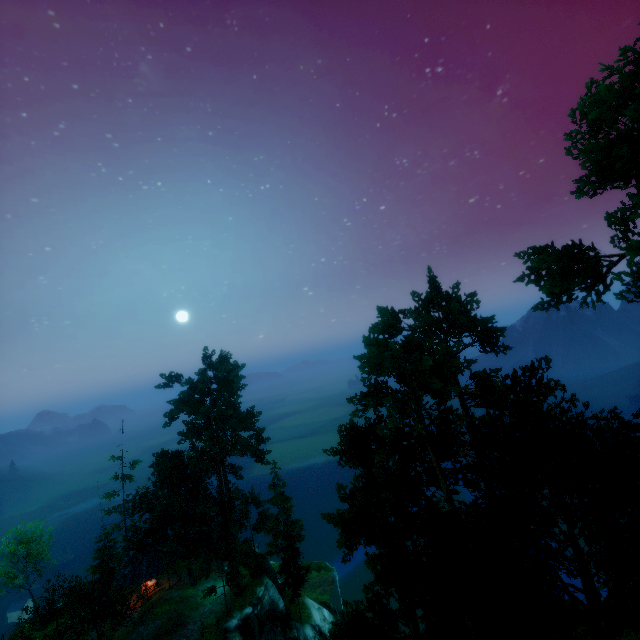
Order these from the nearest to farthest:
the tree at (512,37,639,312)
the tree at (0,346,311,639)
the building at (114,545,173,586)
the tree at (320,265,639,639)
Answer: A:
the tree at (320,265,639,639)
the tree at (512,37,639,312)
the tree at (0,346,311,639)
the building at (114,545,173,586)

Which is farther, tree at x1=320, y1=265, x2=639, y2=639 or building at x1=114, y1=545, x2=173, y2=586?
building at x1=114, y1=545, x2=173, y2=586

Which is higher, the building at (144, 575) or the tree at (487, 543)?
the tree at (487, 543)

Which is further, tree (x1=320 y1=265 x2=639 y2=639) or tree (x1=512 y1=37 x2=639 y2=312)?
tree (x1=512 y1=37 x2=639 y2=312)

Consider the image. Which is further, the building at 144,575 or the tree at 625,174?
the building at 144,575

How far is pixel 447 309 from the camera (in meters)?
26.45

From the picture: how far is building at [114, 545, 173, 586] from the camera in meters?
34.2
